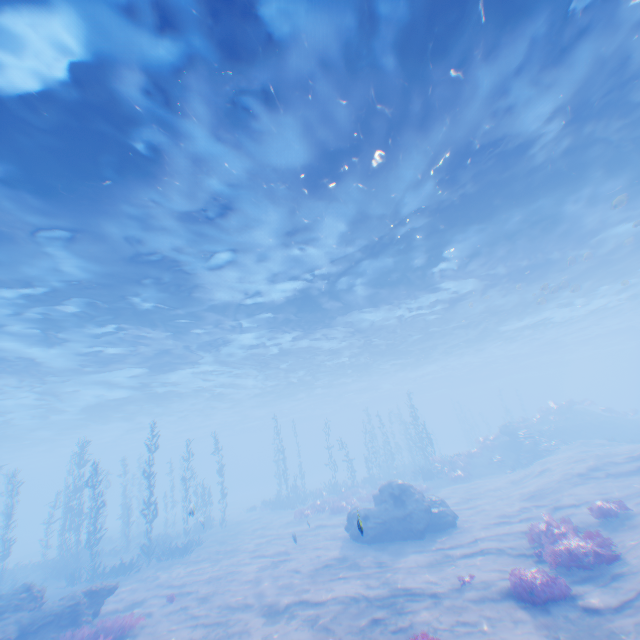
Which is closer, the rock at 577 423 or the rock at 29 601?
the rock at 29 601

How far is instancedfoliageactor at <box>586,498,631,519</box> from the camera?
10.5 meters

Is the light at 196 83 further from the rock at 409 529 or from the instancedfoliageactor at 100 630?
the instancedfoliageactor at 100 630

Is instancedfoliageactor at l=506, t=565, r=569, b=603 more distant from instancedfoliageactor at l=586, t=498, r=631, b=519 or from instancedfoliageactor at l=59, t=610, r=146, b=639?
instancedfoliageactor at l=59, t=610, r=146, b=639

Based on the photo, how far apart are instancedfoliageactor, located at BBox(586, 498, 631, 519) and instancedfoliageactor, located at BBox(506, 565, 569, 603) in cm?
→ 418

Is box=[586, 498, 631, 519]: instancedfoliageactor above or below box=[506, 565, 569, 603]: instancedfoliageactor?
above

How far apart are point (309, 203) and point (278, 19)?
5.6m

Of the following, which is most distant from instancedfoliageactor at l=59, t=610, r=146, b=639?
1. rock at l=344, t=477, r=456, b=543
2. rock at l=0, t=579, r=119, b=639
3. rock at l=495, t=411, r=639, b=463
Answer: rock at l=495, t=411, r=639, b=463
